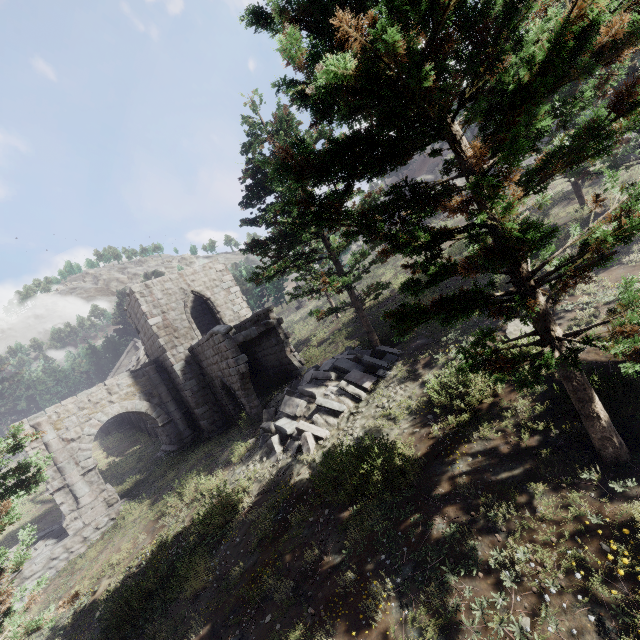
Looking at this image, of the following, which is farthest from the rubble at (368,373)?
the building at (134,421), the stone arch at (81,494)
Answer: the building at (134,421)

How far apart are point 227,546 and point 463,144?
10.1m

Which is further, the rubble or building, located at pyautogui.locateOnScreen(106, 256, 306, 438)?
building, located at pyautogui.locateOnScreen(106, 256, 306, 438)

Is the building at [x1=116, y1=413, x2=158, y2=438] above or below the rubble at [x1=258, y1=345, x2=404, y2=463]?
above

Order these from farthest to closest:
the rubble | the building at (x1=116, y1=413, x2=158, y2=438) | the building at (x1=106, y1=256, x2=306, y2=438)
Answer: the building at (x1=116, y1=413, x2=158, y2=438)
the building at (x1=106, y1=256, x2=306, y2=438)
the rubble

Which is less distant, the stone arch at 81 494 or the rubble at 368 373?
the rubble at 368 373

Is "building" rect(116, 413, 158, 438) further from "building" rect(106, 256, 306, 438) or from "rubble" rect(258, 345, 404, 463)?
"rubble" rect(258, 345, 404, 463)

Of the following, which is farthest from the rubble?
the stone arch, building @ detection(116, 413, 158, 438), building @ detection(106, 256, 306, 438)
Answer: building @ detection(116, 413, 158, 438)
